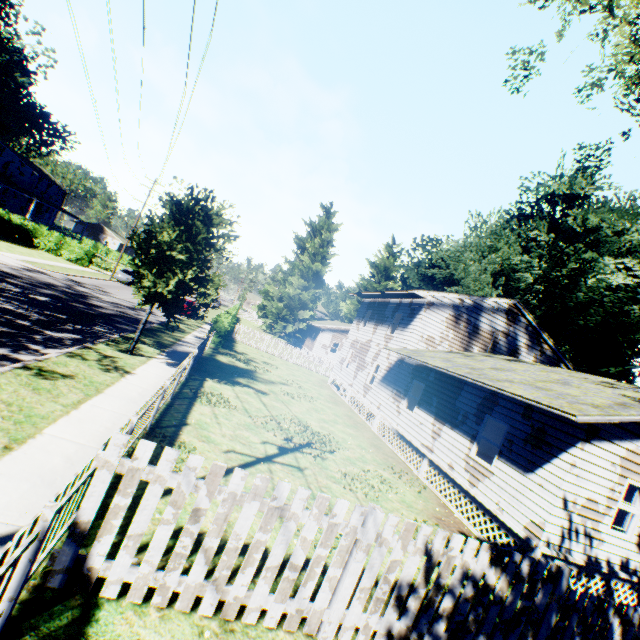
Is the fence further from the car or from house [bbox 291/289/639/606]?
the car

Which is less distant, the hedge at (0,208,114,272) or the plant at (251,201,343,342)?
the hedge at (0,208,114,272)

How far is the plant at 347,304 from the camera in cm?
4684

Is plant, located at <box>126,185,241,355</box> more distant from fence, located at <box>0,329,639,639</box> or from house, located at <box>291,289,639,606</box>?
fence, located at <box>0,329,639,639</box>

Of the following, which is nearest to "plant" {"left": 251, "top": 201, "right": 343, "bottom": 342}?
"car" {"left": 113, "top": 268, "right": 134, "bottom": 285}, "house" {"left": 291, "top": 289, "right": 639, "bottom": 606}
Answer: "house" {"left": 291, "top": 289, "right": 639, "bottom": 606}

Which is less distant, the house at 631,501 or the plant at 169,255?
the house at 631,501

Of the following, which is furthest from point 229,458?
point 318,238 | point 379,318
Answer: point 318,238

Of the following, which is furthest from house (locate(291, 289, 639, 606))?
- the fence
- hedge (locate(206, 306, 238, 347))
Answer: hedge (locate(206, 306, 238, 347))
